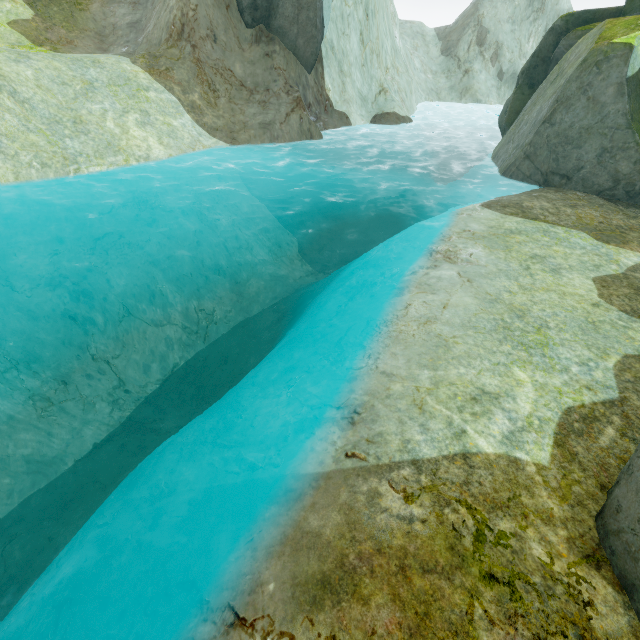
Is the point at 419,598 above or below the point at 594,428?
above

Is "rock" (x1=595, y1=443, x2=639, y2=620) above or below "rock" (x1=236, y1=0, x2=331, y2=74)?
below

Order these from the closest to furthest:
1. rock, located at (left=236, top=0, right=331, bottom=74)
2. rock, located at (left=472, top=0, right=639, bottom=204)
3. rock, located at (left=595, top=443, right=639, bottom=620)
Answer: rock, located at (left=595, top=443, right=639, bottom=620) → rock, located at (left=472, top=0, right=639, bottom=204) → rock, located at (left=236, top=0, right=331, bottom=74)

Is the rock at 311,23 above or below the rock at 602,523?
above

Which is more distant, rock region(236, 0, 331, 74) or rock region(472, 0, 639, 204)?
rock region(236, 0, 331, 74)

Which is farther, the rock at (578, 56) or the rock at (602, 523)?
the rock at (578, 56)
